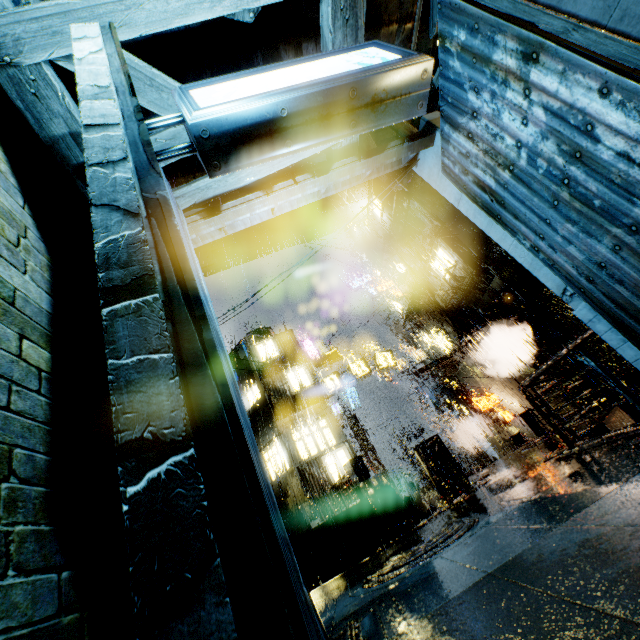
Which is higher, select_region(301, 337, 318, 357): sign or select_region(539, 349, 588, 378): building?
select_region(301, 337, 318, 357): sign

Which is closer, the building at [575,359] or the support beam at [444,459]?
the support beam at [444,459]

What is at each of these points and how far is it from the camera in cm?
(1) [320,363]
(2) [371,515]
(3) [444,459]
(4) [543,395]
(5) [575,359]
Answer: (1) sign, 2320
(2) stairs, 1055
(3) support beam, 1405
(4) railing, 1578
(5) building, 1652

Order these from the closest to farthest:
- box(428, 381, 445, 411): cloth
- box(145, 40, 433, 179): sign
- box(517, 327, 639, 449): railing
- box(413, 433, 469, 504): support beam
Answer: box(145, 40, 433, 179): sign, box(517, 327, 639, 449): railing, box(413, 433, 469, 504): support beam, box(428, 381, 445, 411): cloth

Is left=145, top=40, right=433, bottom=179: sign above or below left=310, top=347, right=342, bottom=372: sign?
below

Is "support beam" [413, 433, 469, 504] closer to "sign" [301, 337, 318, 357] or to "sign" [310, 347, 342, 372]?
"sign" [310, 347, 342, 372]

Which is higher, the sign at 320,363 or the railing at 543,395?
the sign at 320,363

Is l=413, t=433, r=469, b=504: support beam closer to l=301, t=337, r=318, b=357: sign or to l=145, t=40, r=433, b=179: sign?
l=145, t=40, r=433, b=179: sign
